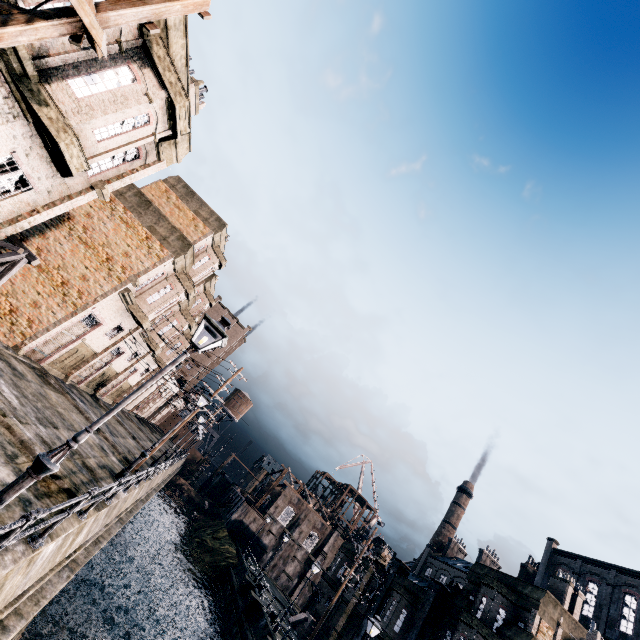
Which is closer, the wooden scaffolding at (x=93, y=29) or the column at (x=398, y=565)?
the wooden scaffolding at (x=93, y=29)

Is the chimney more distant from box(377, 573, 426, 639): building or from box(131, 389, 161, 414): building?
box(131, 389, 161, 414): building

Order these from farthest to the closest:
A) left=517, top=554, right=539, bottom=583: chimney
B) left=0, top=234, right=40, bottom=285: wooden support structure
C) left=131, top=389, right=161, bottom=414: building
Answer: left=517, top=554, right=539, bottom=583: chimney < left=131, top=389, right=161, bottom=414: building < left=0, top=234, right=40, bottom=285: wooden support structure

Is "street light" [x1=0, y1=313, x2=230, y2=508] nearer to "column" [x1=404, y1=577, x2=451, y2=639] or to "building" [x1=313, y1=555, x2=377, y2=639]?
"column" [x1=404, y1=577, x2=451, y2=639]

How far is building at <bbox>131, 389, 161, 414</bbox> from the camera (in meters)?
54.31

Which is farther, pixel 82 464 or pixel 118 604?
pixel 118 604

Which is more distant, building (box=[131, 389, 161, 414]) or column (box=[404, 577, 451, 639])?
building (box=[131, 389, 161, 414])

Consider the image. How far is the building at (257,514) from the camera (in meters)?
39.76
